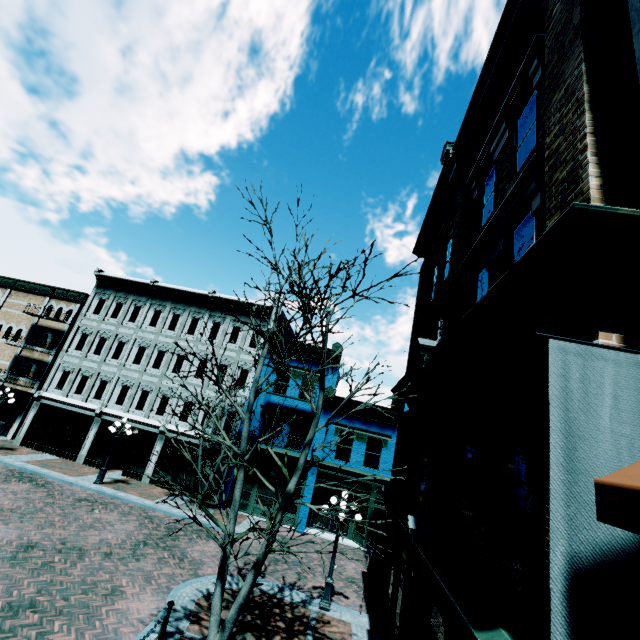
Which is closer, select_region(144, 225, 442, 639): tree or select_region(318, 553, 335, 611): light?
select_region(144, 225, 442, 639): tree

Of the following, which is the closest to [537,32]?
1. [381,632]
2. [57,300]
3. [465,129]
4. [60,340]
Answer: [465,129]

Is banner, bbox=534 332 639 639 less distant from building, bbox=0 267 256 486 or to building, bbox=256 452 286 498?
building, bbox=256 452 286 498

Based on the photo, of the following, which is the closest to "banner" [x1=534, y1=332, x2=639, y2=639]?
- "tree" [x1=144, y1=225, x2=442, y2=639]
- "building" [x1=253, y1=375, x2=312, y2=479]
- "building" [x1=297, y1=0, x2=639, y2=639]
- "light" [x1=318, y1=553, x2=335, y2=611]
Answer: "building" [x1=297, y1=0, x2=639, y2=639]

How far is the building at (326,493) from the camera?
19.2m

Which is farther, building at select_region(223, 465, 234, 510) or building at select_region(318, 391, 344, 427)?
building at select_region(318, 391, 344, 427)

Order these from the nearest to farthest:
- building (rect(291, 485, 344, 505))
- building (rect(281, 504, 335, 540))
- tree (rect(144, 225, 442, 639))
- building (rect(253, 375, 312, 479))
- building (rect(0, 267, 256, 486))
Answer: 1. tree (rect(144, 225, 442, 639))
2. building (rect(281, 504, 335, 540))
3. building (rect(291, 485, 344, 505))
4. building (rect(253, 375, 312, 479))
5. building (rect(0, 267, 256, 486))

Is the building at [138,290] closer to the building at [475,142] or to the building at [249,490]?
the building at [249,490]
